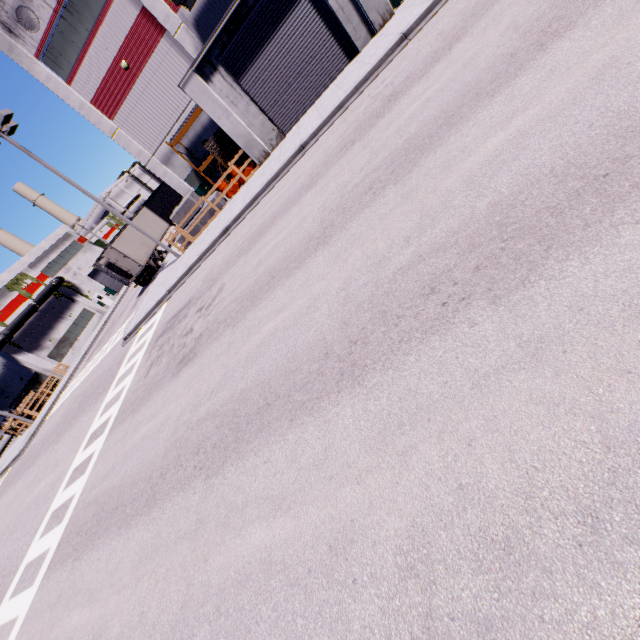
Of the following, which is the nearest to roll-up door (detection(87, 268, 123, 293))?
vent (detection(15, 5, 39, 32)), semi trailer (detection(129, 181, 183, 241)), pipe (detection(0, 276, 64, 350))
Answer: semi trailer (detection(129, 181, 183, 241))

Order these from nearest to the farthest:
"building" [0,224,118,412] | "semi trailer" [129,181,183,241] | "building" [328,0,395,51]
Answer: "building" [328,0,395,51], "semi trailer" [129,181,183,241], "building" [0,224,118,412]

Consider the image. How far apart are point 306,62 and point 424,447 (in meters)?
18.16

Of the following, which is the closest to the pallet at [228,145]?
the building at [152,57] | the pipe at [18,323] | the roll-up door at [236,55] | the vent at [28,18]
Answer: the building at [152,57]

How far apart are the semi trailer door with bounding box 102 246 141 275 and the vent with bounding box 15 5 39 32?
12.5 meters

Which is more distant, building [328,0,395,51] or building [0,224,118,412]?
building [0,224,118,412]

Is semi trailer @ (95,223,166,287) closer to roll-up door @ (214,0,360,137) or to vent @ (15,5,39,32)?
roll-up door @ (214,0,360,137)

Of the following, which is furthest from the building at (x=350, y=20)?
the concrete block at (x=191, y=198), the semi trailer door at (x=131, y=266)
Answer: the semi trailer door at (x=131, y=266)
